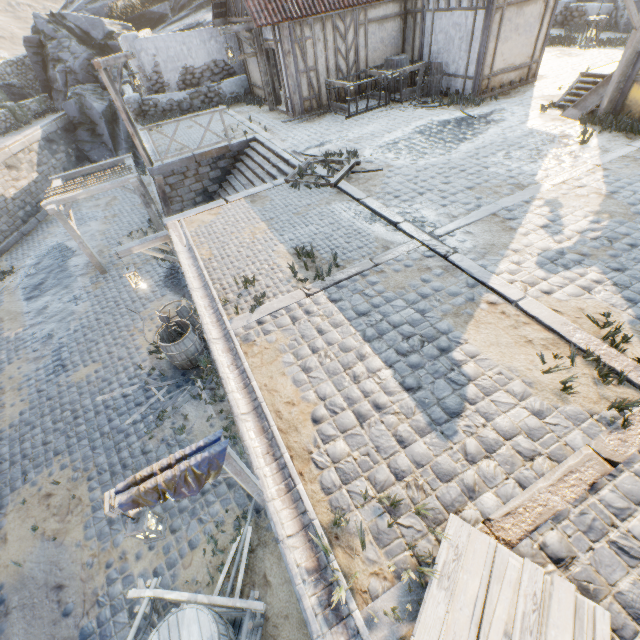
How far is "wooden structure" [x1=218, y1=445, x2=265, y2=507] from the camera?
4.51m

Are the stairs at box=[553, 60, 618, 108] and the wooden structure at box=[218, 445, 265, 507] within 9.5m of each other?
no

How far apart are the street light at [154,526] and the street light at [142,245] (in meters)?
6.16

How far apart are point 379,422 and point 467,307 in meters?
2.3 m

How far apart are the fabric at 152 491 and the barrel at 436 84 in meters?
13.5 m

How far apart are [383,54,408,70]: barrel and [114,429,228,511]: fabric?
14.75m

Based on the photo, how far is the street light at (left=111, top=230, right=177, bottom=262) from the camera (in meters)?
8.21

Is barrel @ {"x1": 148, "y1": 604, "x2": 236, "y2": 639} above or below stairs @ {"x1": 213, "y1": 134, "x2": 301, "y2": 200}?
below
